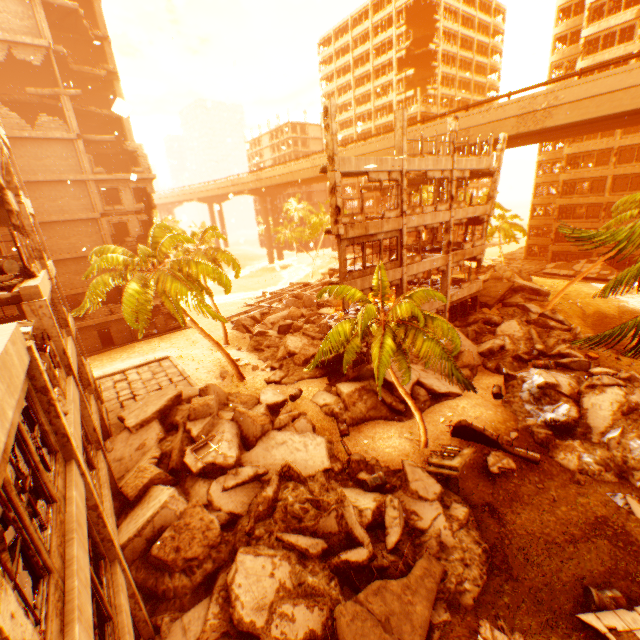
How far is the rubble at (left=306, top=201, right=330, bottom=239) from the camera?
54.5m

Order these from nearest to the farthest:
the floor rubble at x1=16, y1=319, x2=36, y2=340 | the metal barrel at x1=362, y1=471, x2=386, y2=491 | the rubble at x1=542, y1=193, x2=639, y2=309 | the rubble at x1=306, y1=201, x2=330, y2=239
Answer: the rubble at x1=542, y1=193, x2=639, y2=309, the floor rubble at x1=16, y1=319, x2=36, y2=340, the metal barrel at x1=362, y1=471, x2=386, y2=491, the rubble at x1=306, y1=201, x2=330, y2=239

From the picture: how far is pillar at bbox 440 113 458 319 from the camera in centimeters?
2024cm

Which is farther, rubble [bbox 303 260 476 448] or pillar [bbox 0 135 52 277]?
pillar [bbox 0 135 52 277]

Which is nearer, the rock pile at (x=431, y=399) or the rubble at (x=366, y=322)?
the rubble at (x=366, y=322)

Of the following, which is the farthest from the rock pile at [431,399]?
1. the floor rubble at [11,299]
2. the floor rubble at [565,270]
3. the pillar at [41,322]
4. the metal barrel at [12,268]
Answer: the metal barrel at [12,268]

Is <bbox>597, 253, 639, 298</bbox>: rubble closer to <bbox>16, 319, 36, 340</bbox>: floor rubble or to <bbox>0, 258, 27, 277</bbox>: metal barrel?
<bbox>16, 319, 36, 340</bbox>: floor rubble

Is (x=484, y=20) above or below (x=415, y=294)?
above
